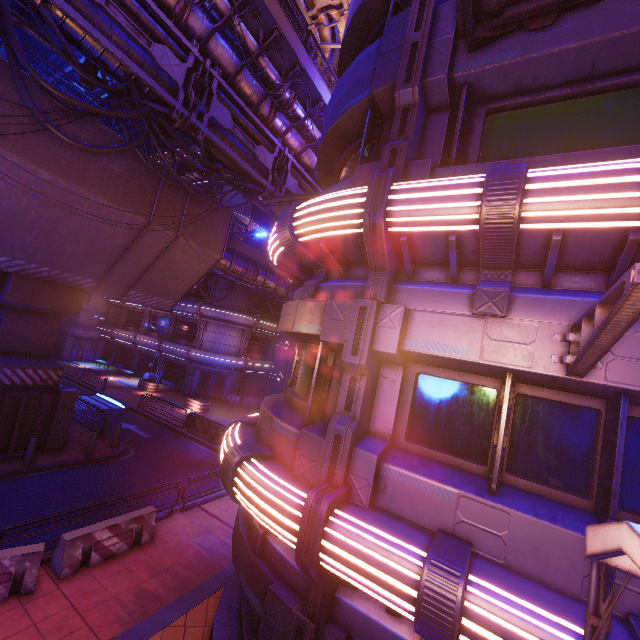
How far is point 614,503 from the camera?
3.57m

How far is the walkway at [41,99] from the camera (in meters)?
10.28

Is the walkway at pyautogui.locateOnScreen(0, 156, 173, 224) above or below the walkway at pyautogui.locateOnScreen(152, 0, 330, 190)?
below

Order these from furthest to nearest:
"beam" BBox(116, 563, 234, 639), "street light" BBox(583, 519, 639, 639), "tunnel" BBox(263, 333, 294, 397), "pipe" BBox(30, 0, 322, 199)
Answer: "tunnel" BBox(263, 333, 294, 397) → "pipe" BBox(30, 0, 322, 199) → "beam" BBox(116, 563, 234, 639) → "street light" BBox(583, 519, 639, 639)

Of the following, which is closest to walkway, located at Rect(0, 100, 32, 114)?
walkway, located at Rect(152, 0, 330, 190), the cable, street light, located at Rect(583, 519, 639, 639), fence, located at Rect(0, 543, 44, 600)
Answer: the cable

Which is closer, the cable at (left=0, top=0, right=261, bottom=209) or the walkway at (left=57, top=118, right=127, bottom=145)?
the cable at (left=0, top=0, right=261, bottom=209)

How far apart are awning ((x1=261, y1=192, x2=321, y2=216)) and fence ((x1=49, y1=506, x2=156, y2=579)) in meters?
11.7 m

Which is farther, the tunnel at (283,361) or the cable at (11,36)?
the tunnel at (283,361)
